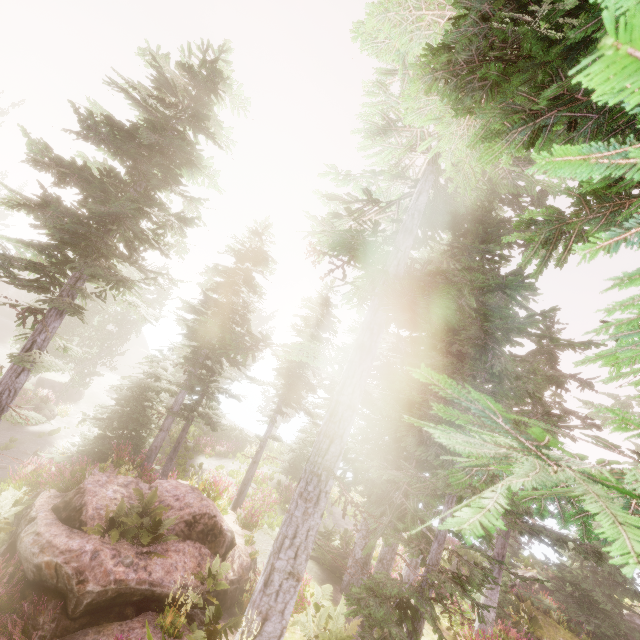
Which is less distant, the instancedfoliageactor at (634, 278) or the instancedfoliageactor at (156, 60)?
the instancedfoliageactor at (634, 278)

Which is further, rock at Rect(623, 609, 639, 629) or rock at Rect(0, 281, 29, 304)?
rock at Rect(0, 281, 29, 304)

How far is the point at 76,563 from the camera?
7.80m

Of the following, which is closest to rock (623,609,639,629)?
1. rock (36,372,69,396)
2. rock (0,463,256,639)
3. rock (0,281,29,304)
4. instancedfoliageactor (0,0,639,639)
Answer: instancedfoliageactor (0,0,639,639)

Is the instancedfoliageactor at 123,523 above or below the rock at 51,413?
above

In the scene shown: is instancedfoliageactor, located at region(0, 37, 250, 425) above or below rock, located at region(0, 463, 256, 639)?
above

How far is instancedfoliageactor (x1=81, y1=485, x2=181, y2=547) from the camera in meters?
8.5

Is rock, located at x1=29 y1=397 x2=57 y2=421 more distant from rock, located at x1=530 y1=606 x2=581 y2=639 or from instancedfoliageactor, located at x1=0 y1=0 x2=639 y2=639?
rock, located at x1=530 y1=606 x2=581 y2=639
